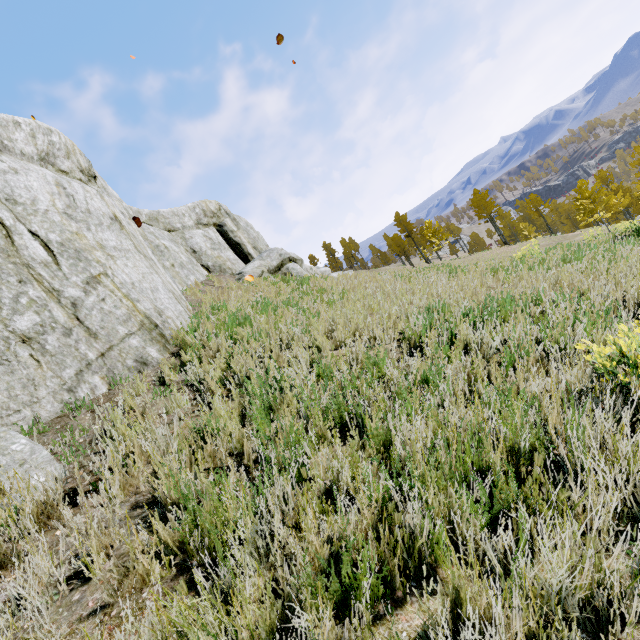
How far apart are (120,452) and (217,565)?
1.63m

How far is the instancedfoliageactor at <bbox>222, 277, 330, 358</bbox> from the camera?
5.08m

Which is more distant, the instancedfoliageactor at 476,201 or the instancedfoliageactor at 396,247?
the instancedfoliageactor at 396,247

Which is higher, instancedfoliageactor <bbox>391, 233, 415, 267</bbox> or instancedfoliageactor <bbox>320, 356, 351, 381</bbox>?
instancedfoliageactor <bbox>391, 233, 415, 267</bbox>

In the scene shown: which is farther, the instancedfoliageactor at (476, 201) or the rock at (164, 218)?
the instancedfoliageactor at (476, 201)
